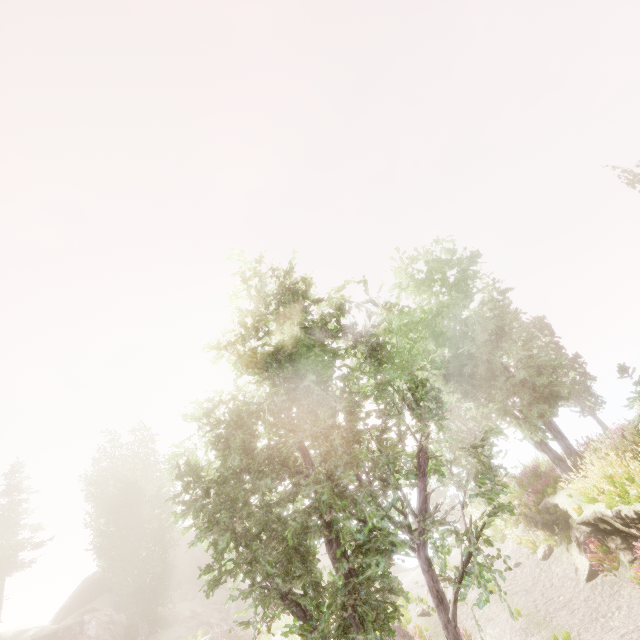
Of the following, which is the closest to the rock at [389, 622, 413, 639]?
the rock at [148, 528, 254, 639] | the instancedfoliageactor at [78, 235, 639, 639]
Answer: the instancedfoliageactor at [78, 235, 639, 639]

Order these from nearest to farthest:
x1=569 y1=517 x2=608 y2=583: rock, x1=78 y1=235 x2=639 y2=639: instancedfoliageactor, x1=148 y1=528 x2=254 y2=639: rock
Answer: x1=78 y1=235 x2=639 y2=639: instancedfoliageactor, x1=569 y1=517 x2=608 y2=583: rock, x1=148 y1=528 x2=254 y2=639: rock

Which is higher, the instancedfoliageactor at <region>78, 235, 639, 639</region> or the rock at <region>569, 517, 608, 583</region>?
the instancedfoliageactor at <region>78, 235, 639, 639</region>

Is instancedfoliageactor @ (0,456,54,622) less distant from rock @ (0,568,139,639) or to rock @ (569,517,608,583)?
rock @ (0,568,139,639)

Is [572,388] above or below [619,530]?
above

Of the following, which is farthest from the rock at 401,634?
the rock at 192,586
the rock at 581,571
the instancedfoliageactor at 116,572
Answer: the rock at 192,586

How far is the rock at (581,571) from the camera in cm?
1072

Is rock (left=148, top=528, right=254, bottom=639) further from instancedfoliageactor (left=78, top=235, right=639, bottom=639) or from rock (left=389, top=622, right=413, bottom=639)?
rock (left=389, top=622, right=413, bottom=639)
